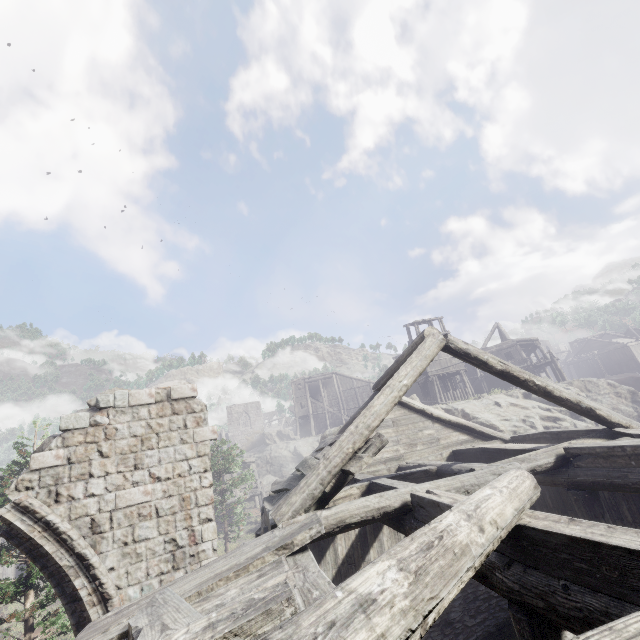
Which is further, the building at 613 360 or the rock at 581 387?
the building at 613 360

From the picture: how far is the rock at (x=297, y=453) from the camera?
39.2m

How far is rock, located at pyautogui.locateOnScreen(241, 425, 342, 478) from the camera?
39.16m

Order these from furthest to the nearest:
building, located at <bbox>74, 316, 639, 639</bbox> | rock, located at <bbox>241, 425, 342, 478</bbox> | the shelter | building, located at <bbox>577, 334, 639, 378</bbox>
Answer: building, located at <bbox>577, 334, 639, 378</bbox>, the shelter, rock, located at <bbox>241, 425, 342, 478</bbox>, building, located at <bbox>74, 316, 639, 639</bbox>

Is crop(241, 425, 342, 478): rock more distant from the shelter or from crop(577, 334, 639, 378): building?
the shelter

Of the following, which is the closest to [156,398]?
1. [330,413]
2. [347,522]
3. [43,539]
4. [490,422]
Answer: [43,539]

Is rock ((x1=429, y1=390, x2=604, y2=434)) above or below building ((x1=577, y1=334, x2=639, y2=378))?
below

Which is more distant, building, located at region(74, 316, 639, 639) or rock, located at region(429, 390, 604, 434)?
rock, located at region(429, 390, 604, 434)
